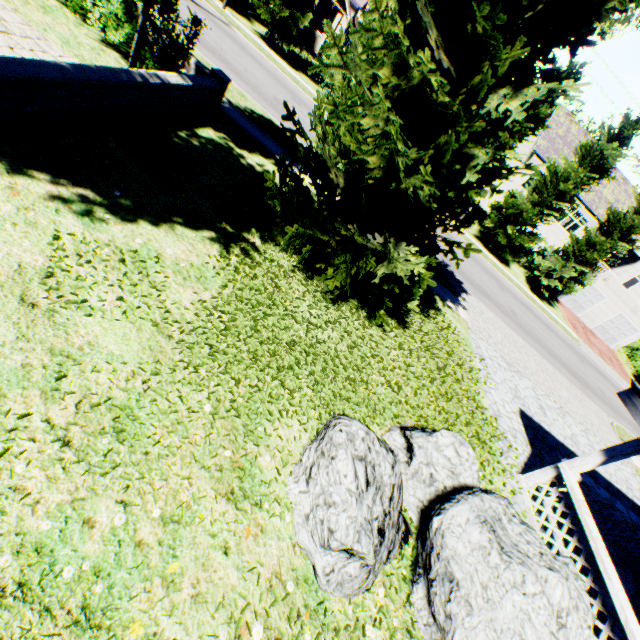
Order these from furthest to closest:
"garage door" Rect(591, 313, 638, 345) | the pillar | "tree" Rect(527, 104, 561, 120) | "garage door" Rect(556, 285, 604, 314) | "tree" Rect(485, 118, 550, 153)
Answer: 1. "garage door" Rect(591, 313, 638, 345)
2. "garage door" Rect(556, 285, 604, 314)
3. "tree" Rect(485, 118, 550, 153)
4. "tree" Rect(527, 104, 561, 120)
5. the pillar

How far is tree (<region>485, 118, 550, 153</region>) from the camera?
20.7 meters

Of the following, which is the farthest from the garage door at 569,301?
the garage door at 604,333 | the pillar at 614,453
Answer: the pillar at 614,453

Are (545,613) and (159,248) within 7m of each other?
yes

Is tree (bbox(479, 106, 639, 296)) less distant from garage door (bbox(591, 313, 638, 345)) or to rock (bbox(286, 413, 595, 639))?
garage door (bbox(591, 313, 638, 345))

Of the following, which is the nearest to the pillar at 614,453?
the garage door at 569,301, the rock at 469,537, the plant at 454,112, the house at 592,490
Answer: the house at 592,490

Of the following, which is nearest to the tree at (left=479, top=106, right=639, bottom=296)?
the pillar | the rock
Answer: the rock
